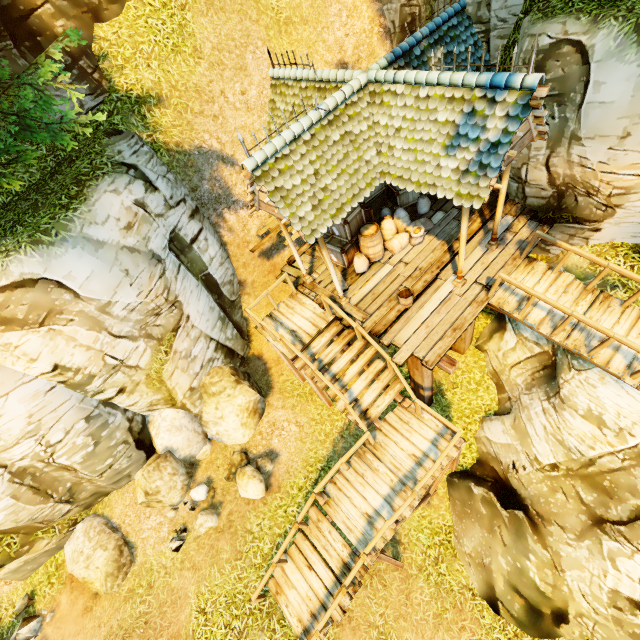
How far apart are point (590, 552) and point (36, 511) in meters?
13.8 m

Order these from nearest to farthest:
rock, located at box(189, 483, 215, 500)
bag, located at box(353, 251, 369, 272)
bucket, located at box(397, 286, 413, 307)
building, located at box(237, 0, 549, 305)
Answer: building, located at box(237, 0, 549, 305) < bucket, located at box(397, 286, 413, 307) < bag, located at box(353, 251, 369, 272) < rock, located at box(189, 483, 215, 500)

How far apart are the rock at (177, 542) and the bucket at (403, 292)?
9.3 meters

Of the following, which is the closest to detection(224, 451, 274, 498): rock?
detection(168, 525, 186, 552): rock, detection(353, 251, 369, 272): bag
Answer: detection(168, 525, 186, 552): rock

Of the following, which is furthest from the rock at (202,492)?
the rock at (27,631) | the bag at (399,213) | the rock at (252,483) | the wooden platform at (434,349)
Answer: the bag at (399,213)

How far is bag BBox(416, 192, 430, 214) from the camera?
10.16m

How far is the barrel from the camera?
9.20m

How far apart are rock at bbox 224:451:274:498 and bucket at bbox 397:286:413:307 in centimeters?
679cm
